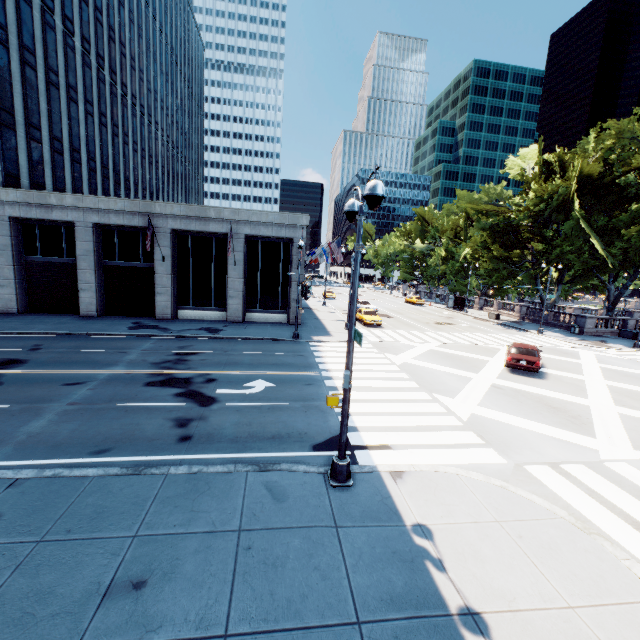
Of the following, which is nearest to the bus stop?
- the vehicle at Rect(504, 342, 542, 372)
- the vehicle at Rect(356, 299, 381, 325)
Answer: the vehicle at Rect(356, 299, 381, 325)

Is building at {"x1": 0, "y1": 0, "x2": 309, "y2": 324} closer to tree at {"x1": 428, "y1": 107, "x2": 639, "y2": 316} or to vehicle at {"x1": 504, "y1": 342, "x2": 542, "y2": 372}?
vehicle at {"x1": 504, "y1": 342, "x2": 542, "y2": 372}

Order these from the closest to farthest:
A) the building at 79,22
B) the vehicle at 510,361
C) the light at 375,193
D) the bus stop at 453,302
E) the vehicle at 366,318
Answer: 1. the light at 375,193
2. the vehicle at 510,361
3. the building at 79,22
4. the vehicle at 366,318
5. the bus stop at 453,302

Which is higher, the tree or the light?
the tree

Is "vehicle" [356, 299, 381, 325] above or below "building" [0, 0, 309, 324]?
below

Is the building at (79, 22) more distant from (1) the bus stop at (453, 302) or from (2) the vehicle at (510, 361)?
(1) the bus stop at (453, 302)

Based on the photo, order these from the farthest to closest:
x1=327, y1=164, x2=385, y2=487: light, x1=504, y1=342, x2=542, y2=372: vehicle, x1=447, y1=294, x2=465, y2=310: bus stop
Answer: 1. x1=447, y1=294, x2=465, y2=310: bus stop
2. x1=504, y1=342, x2=542, y2=372: vehicle
3. x1=327, y1=164, x2=385, y2=487: light

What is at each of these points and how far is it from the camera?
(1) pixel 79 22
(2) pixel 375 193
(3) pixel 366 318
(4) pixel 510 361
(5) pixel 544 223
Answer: (1) building, 33.8 meters
(2) light, 6.2 meters
(3) vehicle, 31.8 meters
(4) vehicle, 19.2 meters
(5) tree, 40.2 meters
